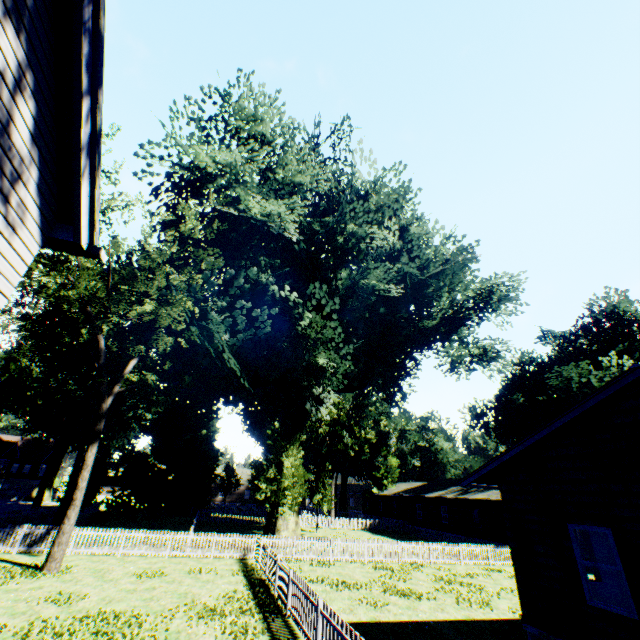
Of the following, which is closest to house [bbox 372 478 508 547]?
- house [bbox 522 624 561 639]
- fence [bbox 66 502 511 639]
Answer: fence [bbox 66 502 511 639]

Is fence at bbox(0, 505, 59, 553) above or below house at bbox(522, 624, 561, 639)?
below

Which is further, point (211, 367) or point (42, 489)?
point (42, 489)

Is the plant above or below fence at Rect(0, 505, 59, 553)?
above

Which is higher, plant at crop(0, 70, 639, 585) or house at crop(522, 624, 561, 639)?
plant at crop(0, 70, 639, 585)

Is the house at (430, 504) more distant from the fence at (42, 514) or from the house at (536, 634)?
the house at (536, 634)

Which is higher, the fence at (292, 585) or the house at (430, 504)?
the house at (430, 504)
